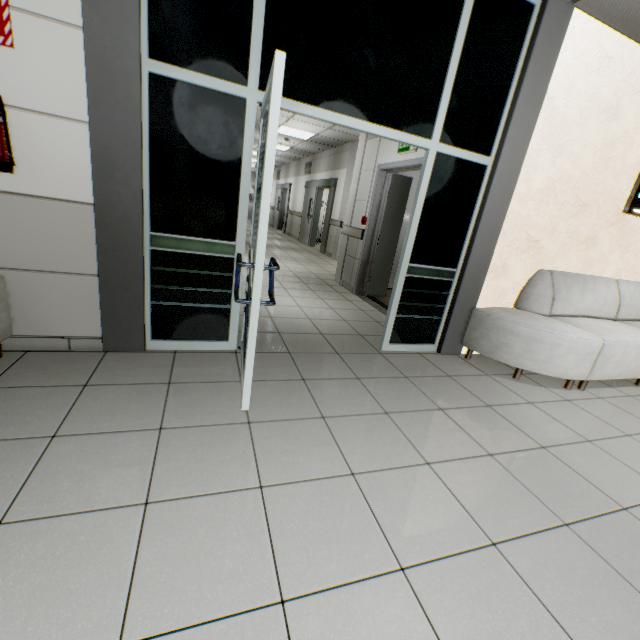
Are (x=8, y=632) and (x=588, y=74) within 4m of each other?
no

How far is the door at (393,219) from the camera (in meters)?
5.15

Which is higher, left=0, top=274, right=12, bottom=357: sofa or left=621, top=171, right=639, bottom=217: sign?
left=621, top=171, right=639, bottom=217: sign

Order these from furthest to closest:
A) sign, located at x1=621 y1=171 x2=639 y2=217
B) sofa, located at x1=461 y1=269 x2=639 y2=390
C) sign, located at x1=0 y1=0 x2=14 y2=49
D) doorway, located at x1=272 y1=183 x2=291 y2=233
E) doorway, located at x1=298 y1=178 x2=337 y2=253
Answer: doorway, located at x1=272 y1=183 x2=291 y2=233 → doorway, located at x1=298 y1=178 x2=337 y2=253 → sign, located at x1=621 y1=171 x2=639 y2=217 → sofa, located at x1=461 y1=269 x2=639 y2=390 → sign, located at x1=0 y1=0 x2=14 y2=49

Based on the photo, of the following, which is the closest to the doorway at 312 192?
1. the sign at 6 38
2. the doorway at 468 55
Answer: the doorway at 468 55

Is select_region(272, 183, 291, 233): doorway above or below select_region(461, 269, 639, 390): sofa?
above

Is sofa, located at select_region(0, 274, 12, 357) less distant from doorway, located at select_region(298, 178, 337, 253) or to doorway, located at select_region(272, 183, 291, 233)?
doorway, located at select_region(298, 178, 337, 253)

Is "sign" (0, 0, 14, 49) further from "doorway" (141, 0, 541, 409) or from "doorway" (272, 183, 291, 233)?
"doorway" (272, 183, 291, 233)
